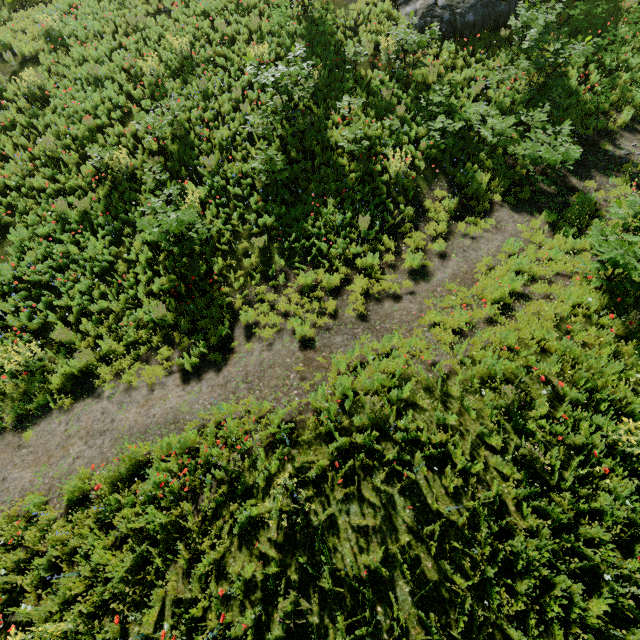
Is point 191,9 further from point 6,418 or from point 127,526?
point 127,526

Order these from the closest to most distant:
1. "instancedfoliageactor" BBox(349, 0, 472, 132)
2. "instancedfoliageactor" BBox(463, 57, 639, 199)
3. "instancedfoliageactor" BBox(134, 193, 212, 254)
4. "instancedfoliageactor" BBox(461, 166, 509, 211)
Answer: "instancedfoliageactor" BBox(134, 193, 212, 254)
"instancedfoliageactor" BBox(463, 57, 639, 199)
"instancedfoliageactor" BBox(461, 166, 509, 211)
"instancedfoliageactor" BBox(349, 0, 472, 132)

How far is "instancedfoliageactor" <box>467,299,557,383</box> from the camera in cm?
595

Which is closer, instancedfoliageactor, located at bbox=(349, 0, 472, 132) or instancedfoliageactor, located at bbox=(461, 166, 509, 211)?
Result: instancedfoliageactor, located at bbox=(461, 166, 509, 211)

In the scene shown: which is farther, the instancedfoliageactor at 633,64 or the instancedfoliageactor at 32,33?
the instancedfoliageactor at 32,33

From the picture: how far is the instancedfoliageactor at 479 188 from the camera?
9.39m
